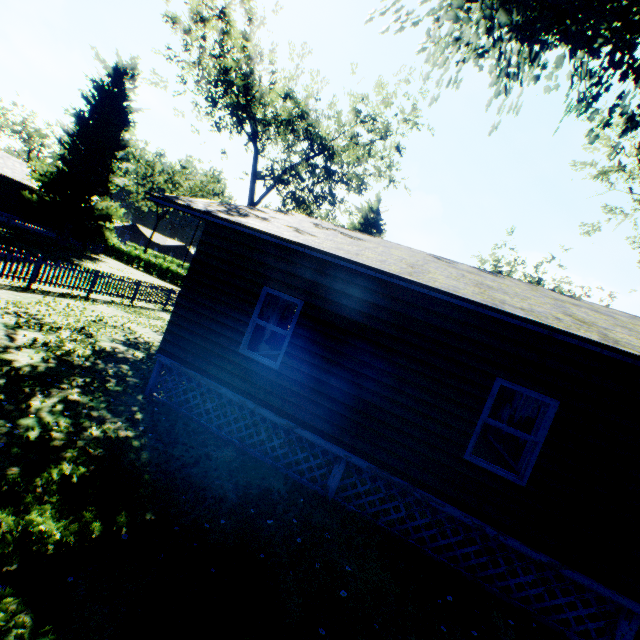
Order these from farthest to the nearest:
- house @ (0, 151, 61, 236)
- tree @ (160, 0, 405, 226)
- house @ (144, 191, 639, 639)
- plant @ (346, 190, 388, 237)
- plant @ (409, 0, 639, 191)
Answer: plant @ (346, 190, 388, 237) < house @ (0, 151, 61, 236) < tree @ (160, 0, 405, 226) < plant @ (409, 0, 639, 191) < house @ (144, 191, 639, 639)

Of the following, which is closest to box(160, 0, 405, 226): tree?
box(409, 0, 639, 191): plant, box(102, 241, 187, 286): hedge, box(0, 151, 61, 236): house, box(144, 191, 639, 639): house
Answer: box(409, 0, 639, 191): plant

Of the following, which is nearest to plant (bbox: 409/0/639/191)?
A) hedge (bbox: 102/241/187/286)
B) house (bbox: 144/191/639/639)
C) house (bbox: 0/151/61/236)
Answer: house (bbox: 0/151/61/236)

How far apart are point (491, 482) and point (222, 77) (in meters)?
21.69

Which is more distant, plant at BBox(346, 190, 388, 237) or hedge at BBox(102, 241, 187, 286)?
hedge at BBox(102, 241, 187, 286)

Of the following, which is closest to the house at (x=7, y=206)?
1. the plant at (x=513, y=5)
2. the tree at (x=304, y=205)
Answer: the plant at (x=513, y=5)

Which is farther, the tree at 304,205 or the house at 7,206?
the house at 7,206

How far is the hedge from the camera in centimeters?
3828cm
